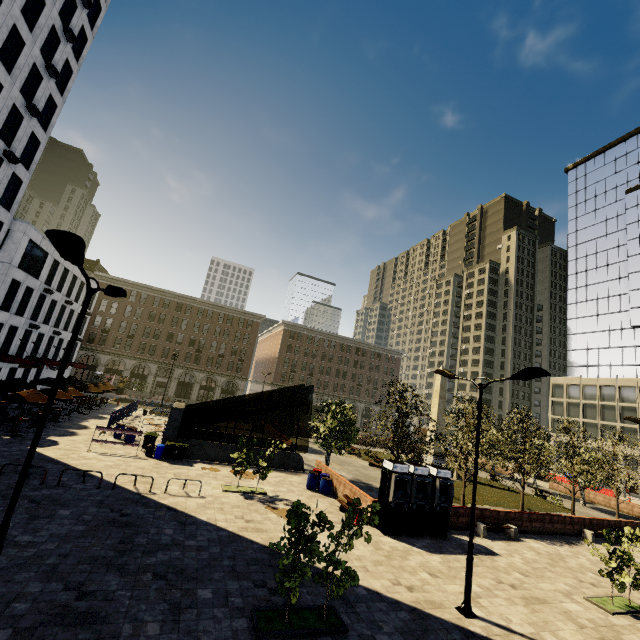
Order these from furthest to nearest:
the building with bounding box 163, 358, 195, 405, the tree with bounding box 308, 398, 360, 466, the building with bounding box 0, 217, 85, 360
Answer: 1. the building with bounding box 163, 358, 195, 405
2. the building with bounding box 0, 217, 85, 360
3. the tree with bounding box 308, 398, 360, 466

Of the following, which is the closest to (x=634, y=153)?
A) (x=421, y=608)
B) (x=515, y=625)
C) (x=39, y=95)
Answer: (x=515, y=625)

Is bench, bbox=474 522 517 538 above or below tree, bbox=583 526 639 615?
above

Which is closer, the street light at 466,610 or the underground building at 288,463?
the street light at 466,610

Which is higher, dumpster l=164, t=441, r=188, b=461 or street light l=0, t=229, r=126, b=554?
street light l=0, t=229, r=126, b=554

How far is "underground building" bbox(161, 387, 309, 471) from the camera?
22.88m

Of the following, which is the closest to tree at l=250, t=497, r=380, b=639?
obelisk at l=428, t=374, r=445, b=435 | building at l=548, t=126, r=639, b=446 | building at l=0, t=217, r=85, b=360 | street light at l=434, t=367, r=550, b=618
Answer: building at l=548, t=126, r=639, b=446

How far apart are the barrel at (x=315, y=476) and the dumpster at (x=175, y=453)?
9.0m
